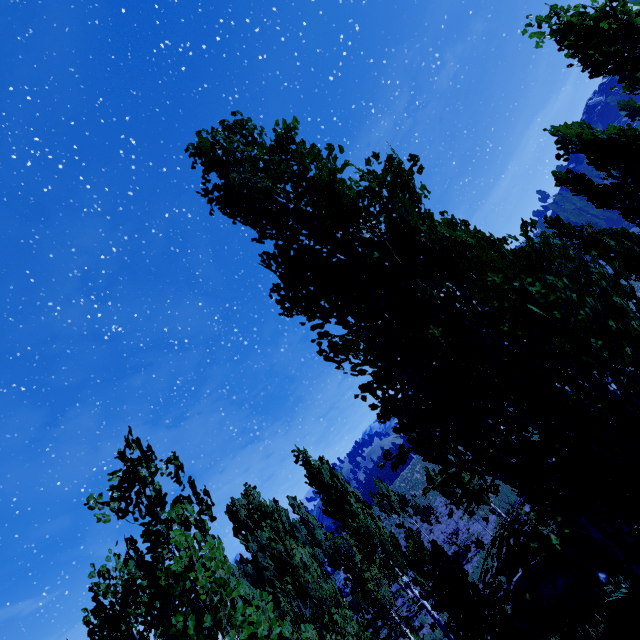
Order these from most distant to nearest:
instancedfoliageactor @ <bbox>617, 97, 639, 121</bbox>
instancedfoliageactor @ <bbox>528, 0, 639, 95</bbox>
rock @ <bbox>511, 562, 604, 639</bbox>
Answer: instancedfoliageactor @ <bbox>617, 97, 639, 121</bbox>, rock @ <bbox>511, 562, 604, 639</bbox>, instancedfoliageactor @ <bbox>528, 0, 639, 95</bbox>

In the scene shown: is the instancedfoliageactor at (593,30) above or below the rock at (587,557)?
above

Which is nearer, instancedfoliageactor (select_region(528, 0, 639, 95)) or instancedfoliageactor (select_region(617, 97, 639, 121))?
instancedfoliageactor (select_region(528, 0, 639, 95))

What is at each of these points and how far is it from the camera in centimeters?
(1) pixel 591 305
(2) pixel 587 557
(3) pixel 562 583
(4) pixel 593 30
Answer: (1) instancedfoliageactor, 331cm
(2) rock, 1198cm
(3) rock, 1145cm
(4) instancedfoliageactor, 874cm

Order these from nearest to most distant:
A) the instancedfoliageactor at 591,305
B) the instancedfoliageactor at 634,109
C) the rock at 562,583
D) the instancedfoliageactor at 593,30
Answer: the instancedfoliageactor at 591,305 < the instancedfoliageactor at 593,30 < the rock at 562,583 < the instancedfoliageactor at 634,109

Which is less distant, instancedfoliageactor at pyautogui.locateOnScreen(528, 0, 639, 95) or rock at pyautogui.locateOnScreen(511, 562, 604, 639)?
instancedfoliageactor at pyautogui.locateOnScreen(528, 0, 639, 95)
